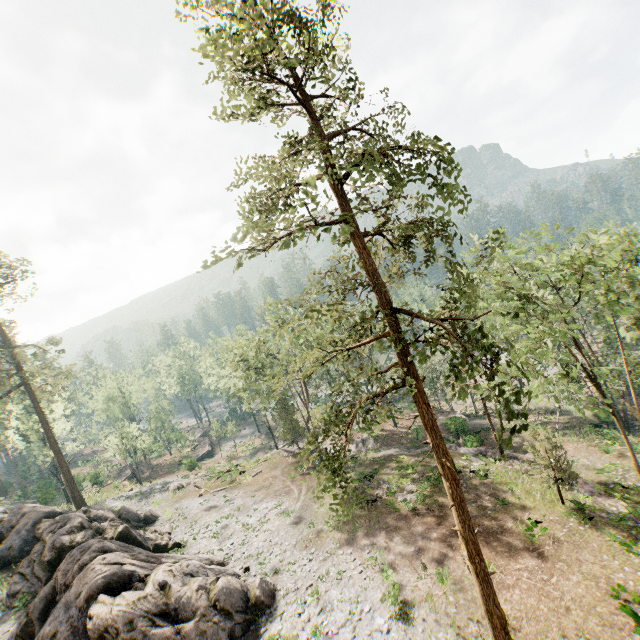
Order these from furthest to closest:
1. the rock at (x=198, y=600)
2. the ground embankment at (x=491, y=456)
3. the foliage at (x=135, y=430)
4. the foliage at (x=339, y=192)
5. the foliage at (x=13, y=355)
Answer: the foliage at (x=135, y=430) < the foliage at (x=13, y=355) < the ground embankment at (x=491, y=456) < the rock at (x=198, y=600) < the foliage at (x=339, y=192)

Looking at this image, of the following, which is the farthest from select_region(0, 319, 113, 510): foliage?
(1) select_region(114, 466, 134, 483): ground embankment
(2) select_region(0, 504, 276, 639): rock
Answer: (1) select_region(114, 466, 134, 483): ground embankment

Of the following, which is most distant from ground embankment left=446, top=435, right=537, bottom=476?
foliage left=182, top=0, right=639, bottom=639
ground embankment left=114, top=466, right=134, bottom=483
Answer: ground embankment left=114, top=466, right=134, bottom=483

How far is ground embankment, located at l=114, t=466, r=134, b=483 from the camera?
53.22m

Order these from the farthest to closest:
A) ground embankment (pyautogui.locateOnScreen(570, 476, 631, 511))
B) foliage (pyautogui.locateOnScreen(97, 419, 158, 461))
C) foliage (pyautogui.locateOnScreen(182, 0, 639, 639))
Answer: foliage (pyautogui.locateOnScreen(97, 419, 158, 461))
ground embankment (pyautogui.locateOnScreen(570, 476, 631, 511))
foliage (pyautogui.locateOnScreen(182, 0, 639, 639))

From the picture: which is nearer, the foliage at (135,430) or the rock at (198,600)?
the rock at (198,600)

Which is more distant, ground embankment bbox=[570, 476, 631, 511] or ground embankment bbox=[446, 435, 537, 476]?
ground embankment bbox=[446, 435, 537, 476]

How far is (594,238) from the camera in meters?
19.1 m
